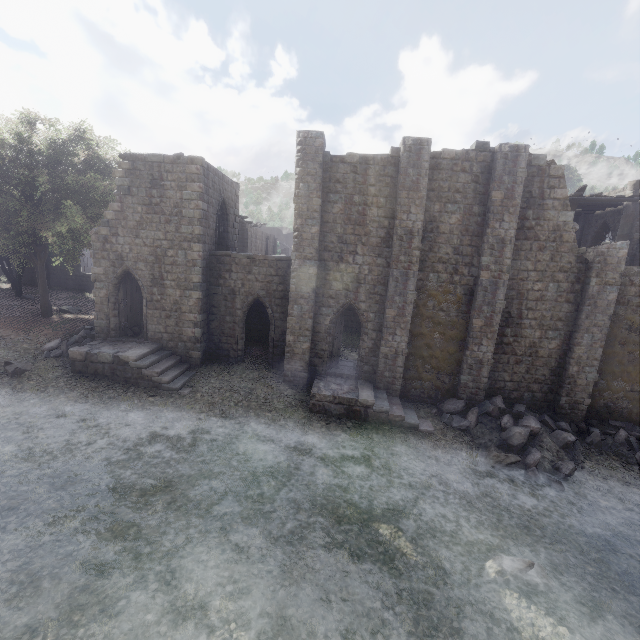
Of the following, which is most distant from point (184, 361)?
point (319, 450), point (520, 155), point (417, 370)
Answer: point (520, 155)

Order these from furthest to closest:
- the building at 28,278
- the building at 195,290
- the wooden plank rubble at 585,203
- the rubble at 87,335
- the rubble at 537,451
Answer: the building at 28,278, the wooden plank rubble at 585,203, the rubble at 87,335, the building at 195,290, the rubble at 537,451

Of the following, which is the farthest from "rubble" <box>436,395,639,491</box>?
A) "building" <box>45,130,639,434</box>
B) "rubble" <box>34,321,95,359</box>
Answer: "rubble" <box>34,321,95,359</box>

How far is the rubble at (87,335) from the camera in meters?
16.9 m

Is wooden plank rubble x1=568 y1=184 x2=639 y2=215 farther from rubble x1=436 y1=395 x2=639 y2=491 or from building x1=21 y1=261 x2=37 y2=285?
rubble x1=436 y1=395 x2=639 y2=491

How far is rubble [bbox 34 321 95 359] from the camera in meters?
16.9

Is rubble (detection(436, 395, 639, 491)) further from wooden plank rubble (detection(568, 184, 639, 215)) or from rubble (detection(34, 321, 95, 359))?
rubble (detection(34, 321, 95, 359))

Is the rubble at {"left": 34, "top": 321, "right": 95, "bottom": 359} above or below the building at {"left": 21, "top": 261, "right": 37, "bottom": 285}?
below
